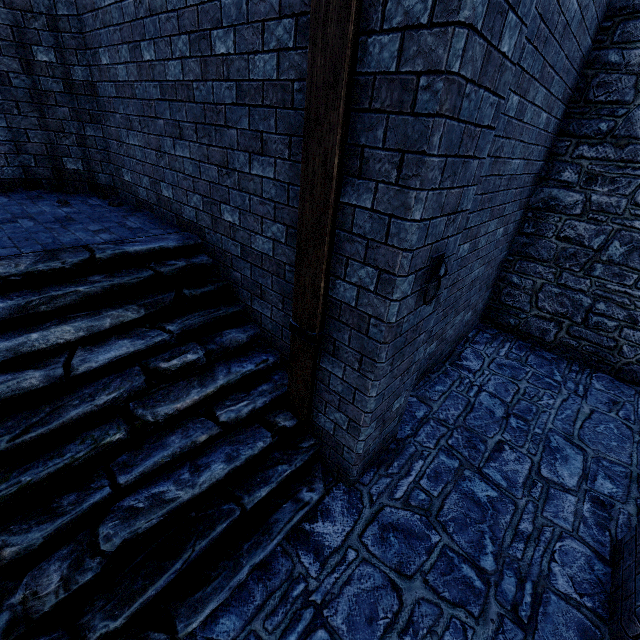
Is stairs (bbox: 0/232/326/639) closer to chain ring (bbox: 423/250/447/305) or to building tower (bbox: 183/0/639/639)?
building tower (bbox: 183/0/639/639)

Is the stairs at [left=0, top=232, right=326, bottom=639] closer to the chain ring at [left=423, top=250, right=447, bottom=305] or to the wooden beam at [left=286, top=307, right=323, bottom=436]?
the wooden beam at [left=286, top=307, right=323, bottom=436]

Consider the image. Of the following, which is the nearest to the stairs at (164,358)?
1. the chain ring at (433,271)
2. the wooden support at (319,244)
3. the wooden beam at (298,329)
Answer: the wooden beam at (298,329)

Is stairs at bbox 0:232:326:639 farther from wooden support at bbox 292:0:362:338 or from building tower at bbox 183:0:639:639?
wooden support at bbox 292:0:362:338

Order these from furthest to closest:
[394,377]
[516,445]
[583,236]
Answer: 1. [583,236]
2. [516,445]
3. [394,377]

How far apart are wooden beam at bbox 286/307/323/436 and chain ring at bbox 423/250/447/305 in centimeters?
94cm

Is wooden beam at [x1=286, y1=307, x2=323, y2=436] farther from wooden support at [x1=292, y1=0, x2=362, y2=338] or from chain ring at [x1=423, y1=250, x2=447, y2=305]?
chain ring at [x1=423, y1=250, x2=447, y2=305]

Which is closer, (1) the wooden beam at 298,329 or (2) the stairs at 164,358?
(2) the stairs at 164,358
